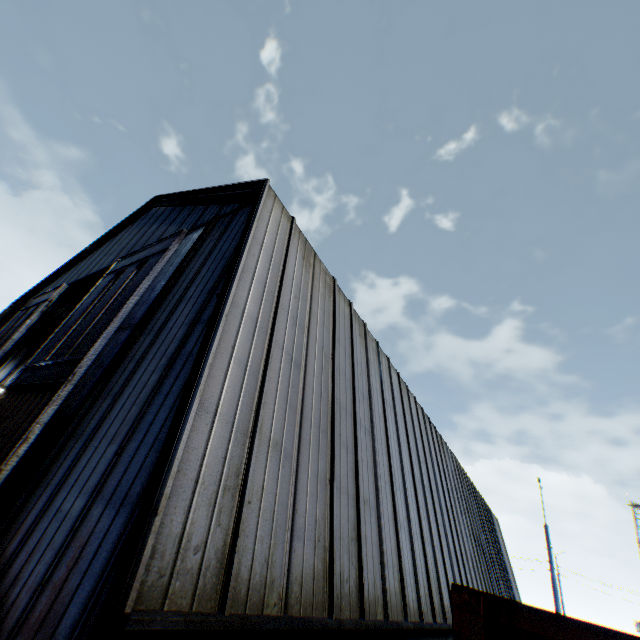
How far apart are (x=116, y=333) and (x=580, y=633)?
10.43m

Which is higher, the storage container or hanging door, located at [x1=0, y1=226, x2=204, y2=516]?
hanging door, located at [x1=0, y1=226, x2=204, y2=516]

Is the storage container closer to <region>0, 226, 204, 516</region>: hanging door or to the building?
the building

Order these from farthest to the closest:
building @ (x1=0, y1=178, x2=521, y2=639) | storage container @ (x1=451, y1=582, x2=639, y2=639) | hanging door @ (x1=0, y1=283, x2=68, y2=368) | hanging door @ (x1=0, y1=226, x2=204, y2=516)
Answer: hanging door @ (x1=0, y1=283, x2=68, y2=368)
hanging door @ (x1=0, y1=226, x2=204, y2=516)
building @ (x1=0, y1=178, x2=521, y2=639)
storage container @ (x1=451, y1=582, x2=639, y2=639)

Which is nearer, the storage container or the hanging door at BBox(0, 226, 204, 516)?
the storage container

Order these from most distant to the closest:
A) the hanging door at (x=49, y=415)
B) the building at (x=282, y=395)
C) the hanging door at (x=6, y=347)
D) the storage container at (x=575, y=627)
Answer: the hanging door at (x=6, y=347), the hanging door at (x=49, y=415), the building at (x=282, y=395), the storage container at (x=575, y=627)

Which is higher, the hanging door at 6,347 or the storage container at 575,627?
the hanging door at 6,347
